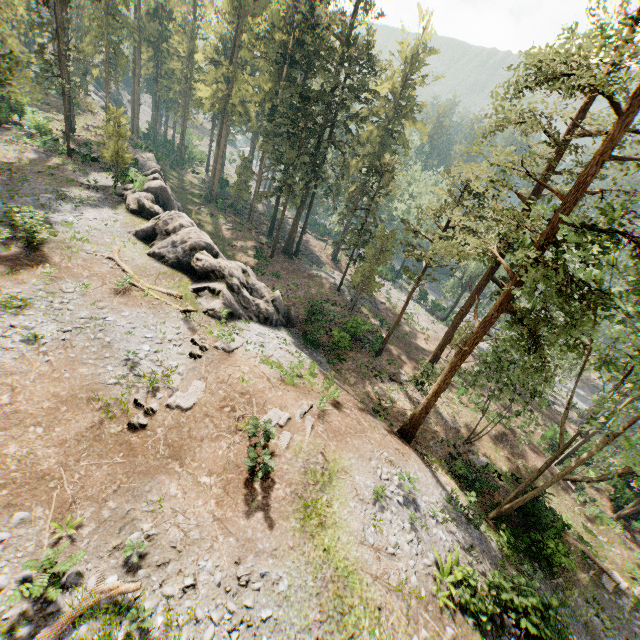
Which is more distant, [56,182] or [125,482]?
[56,182]

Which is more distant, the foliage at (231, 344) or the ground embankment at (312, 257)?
the ground embankment at (312, 257)

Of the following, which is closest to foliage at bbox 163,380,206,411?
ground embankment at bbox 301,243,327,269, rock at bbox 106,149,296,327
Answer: ground embankment at bbox 301,243,327,269

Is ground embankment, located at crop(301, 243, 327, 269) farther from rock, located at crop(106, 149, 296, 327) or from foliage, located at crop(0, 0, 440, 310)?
rock, located at crop(106, 149, 296, 327)

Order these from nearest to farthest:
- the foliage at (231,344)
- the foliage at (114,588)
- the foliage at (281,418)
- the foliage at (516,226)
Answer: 1. the foliage at (114,588)
2. the foliage at (516,226)
3. the foliage at (281,418)
4. the foliage at (231,344)

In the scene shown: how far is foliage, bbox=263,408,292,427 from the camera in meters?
15.6 m

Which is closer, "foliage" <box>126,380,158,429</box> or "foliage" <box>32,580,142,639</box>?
"foliage" <box>32,580,142,639</box>

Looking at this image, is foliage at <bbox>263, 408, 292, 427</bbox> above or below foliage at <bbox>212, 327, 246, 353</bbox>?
above
